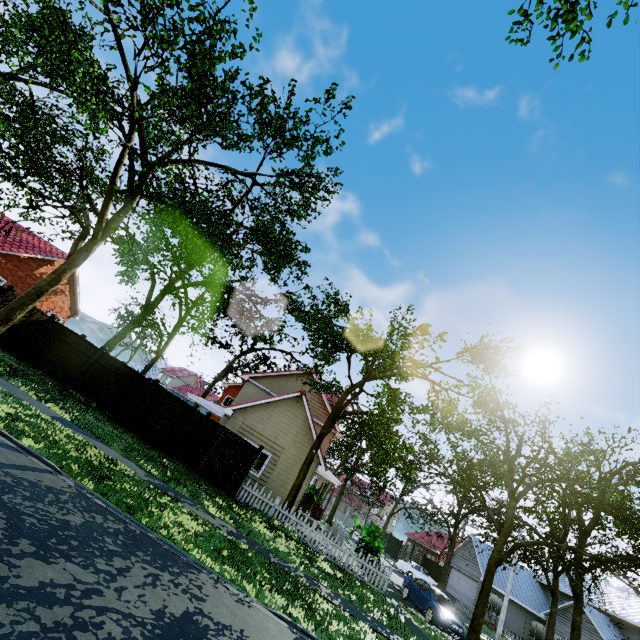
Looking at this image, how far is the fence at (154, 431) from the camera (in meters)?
14.70

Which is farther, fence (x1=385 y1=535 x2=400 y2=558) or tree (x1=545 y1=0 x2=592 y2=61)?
fence (x1=385 y1=535 x2=400 y2=558)

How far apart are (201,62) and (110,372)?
13.5m

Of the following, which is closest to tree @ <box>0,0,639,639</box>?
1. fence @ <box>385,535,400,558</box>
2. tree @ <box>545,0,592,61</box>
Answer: tree @ <box>545,0,592,61</box>

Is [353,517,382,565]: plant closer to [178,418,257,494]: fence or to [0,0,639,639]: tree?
[178,418,257,494]: fence

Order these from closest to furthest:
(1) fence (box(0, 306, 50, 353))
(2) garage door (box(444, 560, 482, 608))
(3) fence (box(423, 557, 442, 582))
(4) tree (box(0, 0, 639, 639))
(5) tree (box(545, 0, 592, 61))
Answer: (4) tree (box(0, 0, 639, 639))
(5) tree (box(545, 0, 592, 61))
(1) fence (box(0, 306, 50, 353))
(2) garage door (box(444, 560, 482, 608))
(3) fence (box(423, 557, 442, 582))

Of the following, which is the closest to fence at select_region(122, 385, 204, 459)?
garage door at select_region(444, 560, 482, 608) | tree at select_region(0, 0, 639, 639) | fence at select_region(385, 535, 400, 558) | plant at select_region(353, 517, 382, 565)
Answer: tree at select_region(0, 0, 639, 639)
